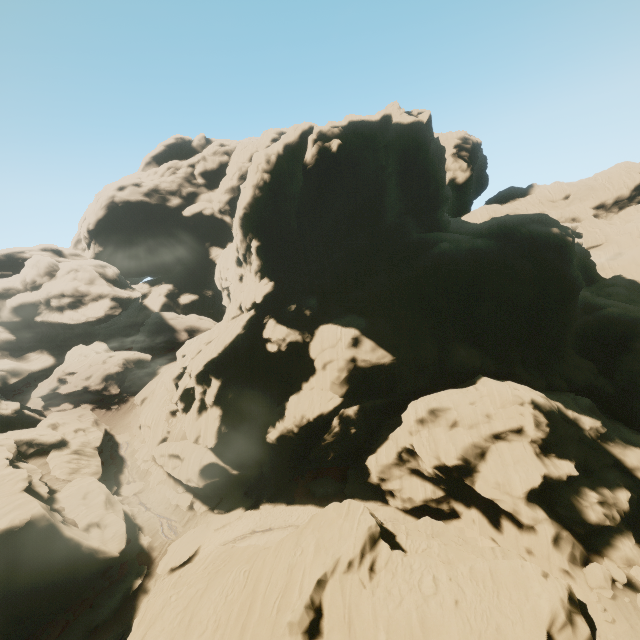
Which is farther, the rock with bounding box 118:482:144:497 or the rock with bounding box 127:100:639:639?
the rock with bounding box 118:482:144:497

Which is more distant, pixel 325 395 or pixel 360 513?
pixel 325 395

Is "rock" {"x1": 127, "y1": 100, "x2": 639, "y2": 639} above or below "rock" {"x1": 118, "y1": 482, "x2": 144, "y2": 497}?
above

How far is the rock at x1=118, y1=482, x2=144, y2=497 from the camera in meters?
40.4

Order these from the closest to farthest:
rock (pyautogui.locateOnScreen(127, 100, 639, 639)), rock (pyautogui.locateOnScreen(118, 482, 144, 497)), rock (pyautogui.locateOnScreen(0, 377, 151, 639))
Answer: rock (pyautogui.locateOnScreen(127, 100, 639, 639)) → rock (pyautogui.locateOnScreen(0, 377, 151, 639)) → rock (pyautogui.locateOnScreen(118, 482, 144, 497))

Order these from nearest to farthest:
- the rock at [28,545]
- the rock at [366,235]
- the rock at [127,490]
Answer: the rock at [366,235] < the rock at [28,545] < the rock at [127,490]

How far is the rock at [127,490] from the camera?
40.4 meters
